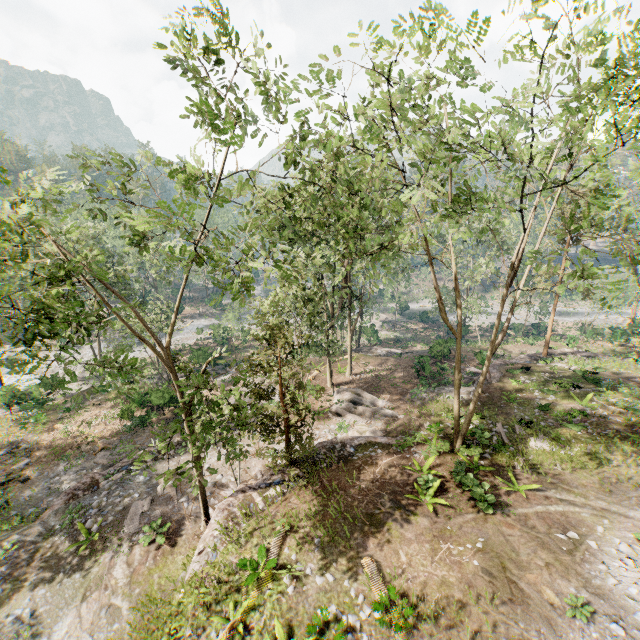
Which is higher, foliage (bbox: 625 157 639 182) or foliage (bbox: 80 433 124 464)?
foliage (bbox: 625 157 639 182)

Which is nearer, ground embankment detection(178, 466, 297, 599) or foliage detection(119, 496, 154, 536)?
ground embankment detection(178, 466, 297, 599)

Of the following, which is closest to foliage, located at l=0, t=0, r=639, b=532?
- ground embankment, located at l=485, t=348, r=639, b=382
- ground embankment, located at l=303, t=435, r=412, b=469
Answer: ground embankment, located at l=303, t=435, r=412, b=469

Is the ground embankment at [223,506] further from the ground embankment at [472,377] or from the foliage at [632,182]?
the ground embankment at [472,377]

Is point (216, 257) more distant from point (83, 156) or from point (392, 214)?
point (83, 156)

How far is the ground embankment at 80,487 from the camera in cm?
1778

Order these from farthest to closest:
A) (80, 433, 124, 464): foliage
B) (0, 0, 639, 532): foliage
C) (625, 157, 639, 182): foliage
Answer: (80, 433, 124, 464): foliage, (625, 157, 639, 182): foliage, (0, 0, 639, 532): foliage

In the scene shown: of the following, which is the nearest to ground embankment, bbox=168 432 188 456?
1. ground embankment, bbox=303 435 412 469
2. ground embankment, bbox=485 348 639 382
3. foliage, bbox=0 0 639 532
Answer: foliage, bbox=0 0 639 532
